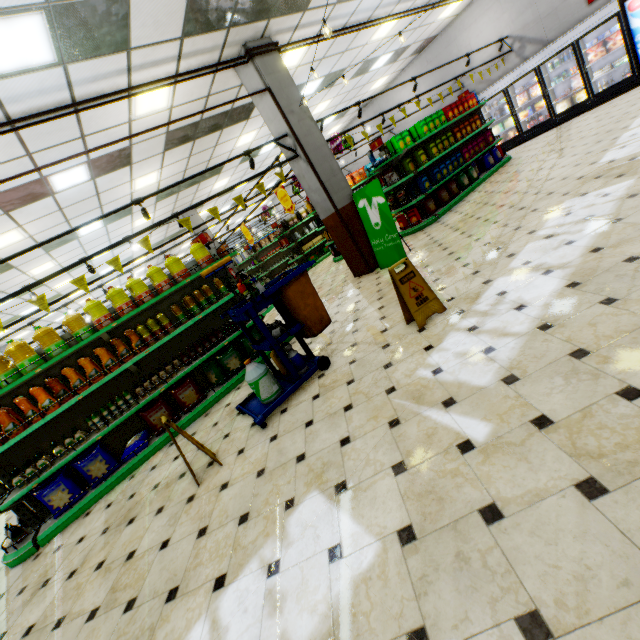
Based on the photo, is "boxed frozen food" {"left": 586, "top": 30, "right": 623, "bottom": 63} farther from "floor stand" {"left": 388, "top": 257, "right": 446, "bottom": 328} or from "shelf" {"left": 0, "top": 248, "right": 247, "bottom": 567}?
"shelf" {"left": 0, "top": 248, "right": 247, "bottom": 567}

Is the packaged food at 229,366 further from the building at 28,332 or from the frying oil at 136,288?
the frying oil at 136,288

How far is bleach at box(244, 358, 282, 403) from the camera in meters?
3.8

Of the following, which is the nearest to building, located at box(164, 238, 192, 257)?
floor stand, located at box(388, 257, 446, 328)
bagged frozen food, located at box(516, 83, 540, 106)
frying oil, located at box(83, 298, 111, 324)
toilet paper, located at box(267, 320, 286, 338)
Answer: floor stand, located at box(388, 257, 446, 328)

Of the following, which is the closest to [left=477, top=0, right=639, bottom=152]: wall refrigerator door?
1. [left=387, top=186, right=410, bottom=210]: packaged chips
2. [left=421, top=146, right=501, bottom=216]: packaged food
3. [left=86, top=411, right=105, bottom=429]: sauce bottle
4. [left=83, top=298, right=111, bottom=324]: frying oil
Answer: [left=421, top=146, right=501, bottom=216]: packaged food

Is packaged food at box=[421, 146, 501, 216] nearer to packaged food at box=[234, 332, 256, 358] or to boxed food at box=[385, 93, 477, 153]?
boxed food at box=[385, 93, 477, 153]

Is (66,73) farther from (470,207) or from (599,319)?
(470,207)

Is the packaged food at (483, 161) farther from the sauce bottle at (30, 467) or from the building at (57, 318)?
the sauce bottle at (30, 467)
